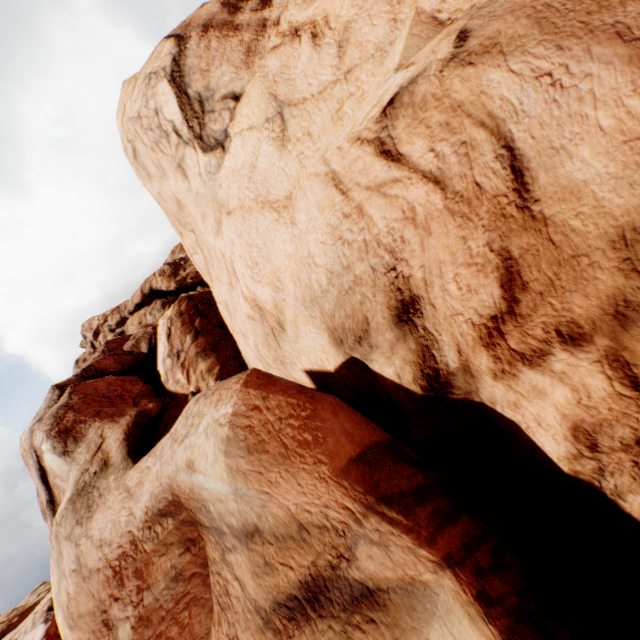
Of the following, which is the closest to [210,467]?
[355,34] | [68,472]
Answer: [68,472]
